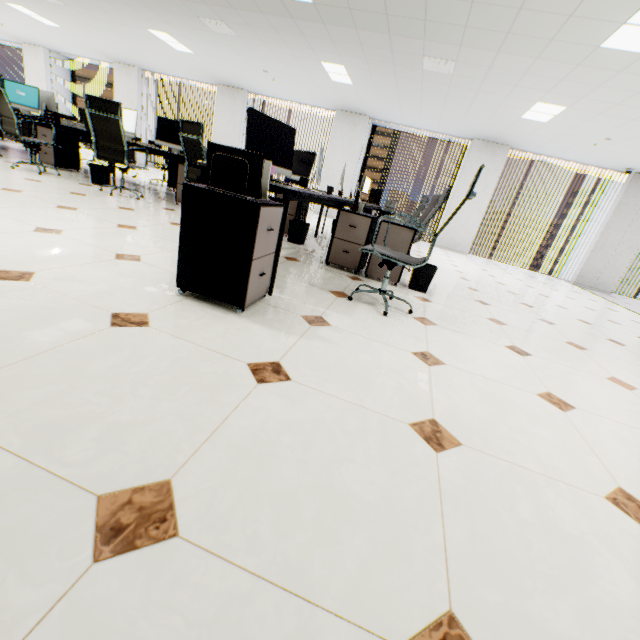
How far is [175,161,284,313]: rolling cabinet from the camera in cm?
173

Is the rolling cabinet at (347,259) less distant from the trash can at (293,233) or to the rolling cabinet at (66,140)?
the trash can at (293,233)

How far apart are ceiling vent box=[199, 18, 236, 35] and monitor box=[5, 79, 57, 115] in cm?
332

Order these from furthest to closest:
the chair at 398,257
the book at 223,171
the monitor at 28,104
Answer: the monitor at 28,104 → the chair at 398,257 → the book at 223,171

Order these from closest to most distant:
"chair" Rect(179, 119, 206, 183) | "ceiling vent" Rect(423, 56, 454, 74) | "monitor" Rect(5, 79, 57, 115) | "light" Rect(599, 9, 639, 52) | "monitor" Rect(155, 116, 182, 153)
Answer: "light" Rect(599, 9, 639, 52) < "chair" Rect(179, 119, 206, 183) < "ceiling vent" Rect(423, 56, 454, 74) < "monitor" Rect(155, 116, 182, 153) < "monitor" Rect(5, 79, 57, 115)

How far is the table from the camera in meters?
2.1 m

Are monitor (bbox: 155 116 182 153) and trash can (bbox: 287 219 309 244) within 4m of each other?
yes

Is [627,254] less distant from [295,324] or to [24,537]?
[295,324]
